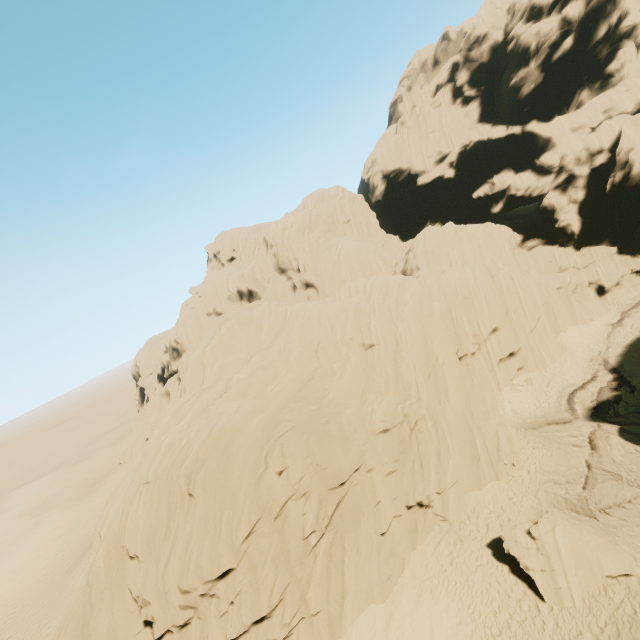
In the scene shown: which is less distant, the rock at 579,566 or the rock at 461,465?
the rock at 579,566

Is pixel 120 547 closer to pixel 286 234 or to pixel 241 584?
pixel 241 584

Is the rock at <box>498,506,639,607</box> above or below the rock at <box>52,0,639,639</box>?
below

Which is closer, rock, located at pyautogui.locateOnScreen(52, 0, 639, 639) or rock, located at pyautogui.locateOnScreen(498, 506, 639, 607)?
rock, located at pyautogui.locateOnScreen(498, 506, 639, 607)

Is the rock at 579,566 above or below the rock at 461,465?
below
